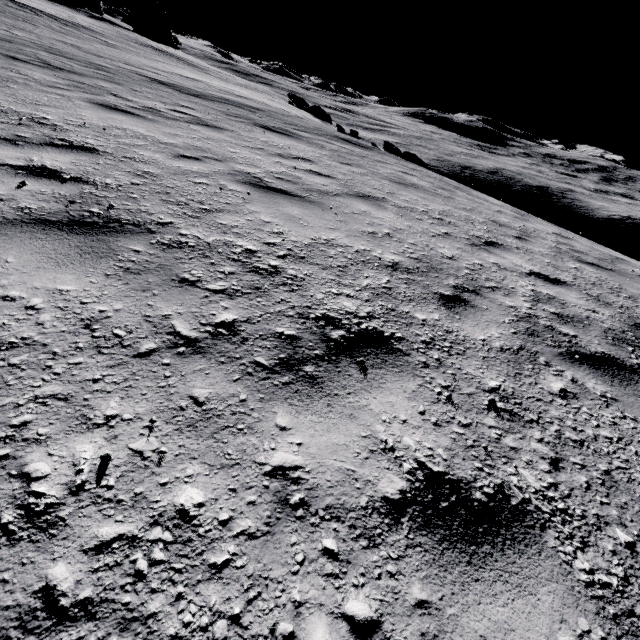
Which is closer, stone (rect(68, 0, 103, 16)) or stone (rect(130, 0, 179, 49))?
stone (rect(68, 0, 103, 16))

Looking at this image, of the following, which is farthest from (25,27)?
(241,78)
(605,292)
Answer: (241,78)

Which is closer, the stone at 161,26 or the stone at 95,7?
the stone at 95,7
